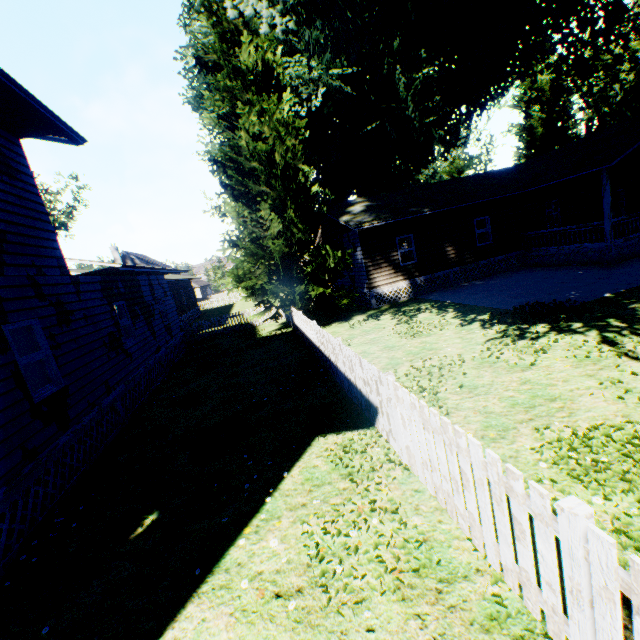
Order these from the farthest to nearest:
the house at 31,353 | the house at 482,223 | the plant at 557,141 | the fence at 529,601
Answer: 1. the house at 482,223
2. the plant at 557,141
3. the house at 31,353
4. the fence at 529,601

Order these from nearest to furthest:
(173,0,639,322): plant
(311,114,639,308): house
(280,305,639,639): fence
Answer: (280,305,639,639): fence
(173,0,639,322): plant
(311,114,639,308): house

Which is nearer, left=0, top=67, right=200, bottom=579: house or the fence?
the fence

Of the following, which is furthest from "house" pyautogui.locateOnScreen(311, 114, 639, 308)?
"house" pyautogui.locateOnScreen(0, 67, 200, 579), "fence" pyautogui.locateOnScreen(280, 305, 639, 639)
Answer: "house" pyautogui.locateOnScreen(0, 67, 200, 579)

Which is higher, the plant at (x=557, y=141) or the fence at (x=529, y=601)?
the plant at (x=557, y=141)

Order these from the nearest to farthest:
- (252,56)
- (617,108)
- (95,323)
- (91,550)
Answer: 1. (91,550)
2. (95,323)
3. (252,56)
4. (617,108)

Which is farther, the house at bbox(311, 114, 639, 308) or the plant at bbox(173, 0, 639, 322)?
the house at bbox(311, 114, 639, 308)

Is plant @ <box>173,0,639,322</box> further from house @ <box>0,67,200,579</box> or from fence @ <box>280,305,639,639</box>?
house @ <box>0,67,200,579</box>
